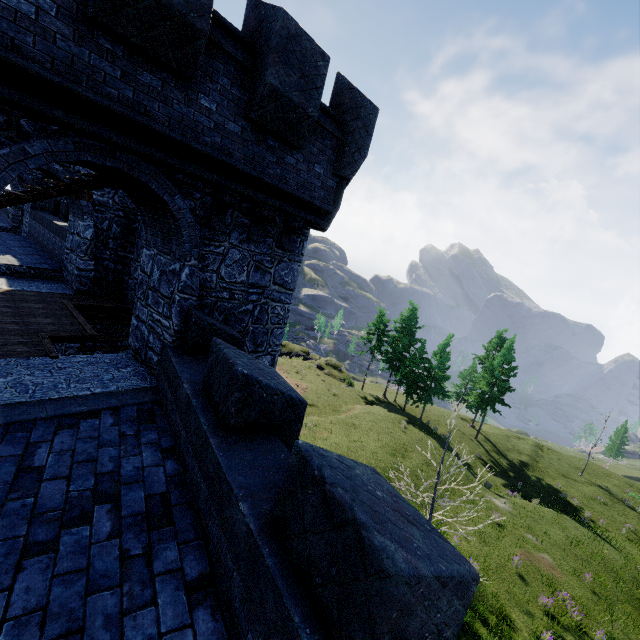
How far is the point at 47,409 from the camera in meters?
5.4
